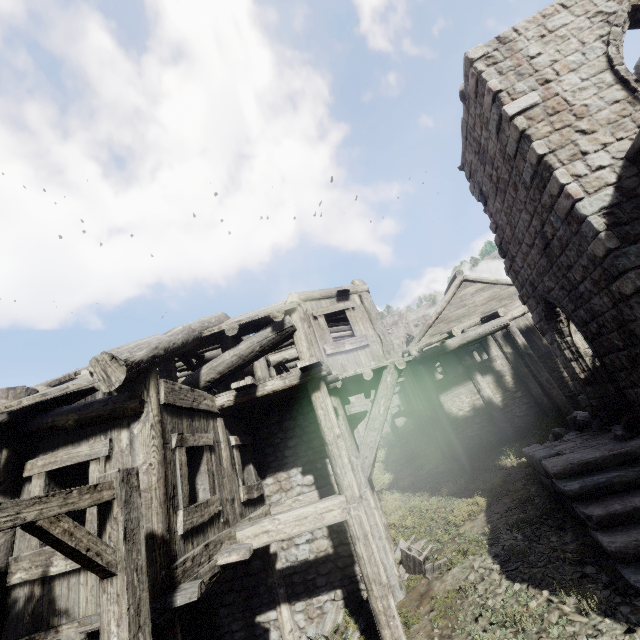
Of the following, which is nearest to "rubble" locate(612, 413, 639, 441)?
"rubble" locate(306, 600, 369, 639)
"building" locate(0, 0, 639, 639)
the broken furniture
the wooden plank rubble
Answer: "building" locate(0, 0, 639, 639)

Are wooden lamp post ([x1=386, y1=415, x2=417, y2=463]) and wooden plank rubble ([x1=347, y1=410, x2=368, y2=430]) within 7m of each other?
no

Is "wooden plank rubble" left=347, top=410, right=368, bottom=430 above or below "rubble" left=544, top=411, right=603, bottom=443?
above

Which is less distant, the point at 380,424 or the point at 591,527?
the point at 591,527

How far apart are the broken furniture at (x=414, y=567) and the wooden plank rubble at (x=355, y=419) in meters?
3.9

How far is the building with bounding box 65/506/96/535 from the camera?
4.37m

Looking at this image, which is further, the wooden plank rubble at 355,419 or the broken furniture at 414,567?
the wooden plank rubble at 355,419

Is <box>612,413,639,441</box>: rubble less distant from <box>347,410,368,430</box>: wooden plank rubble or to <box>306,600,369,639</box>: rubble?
<box>347,410,368,430</box>: wooden plank rubble
